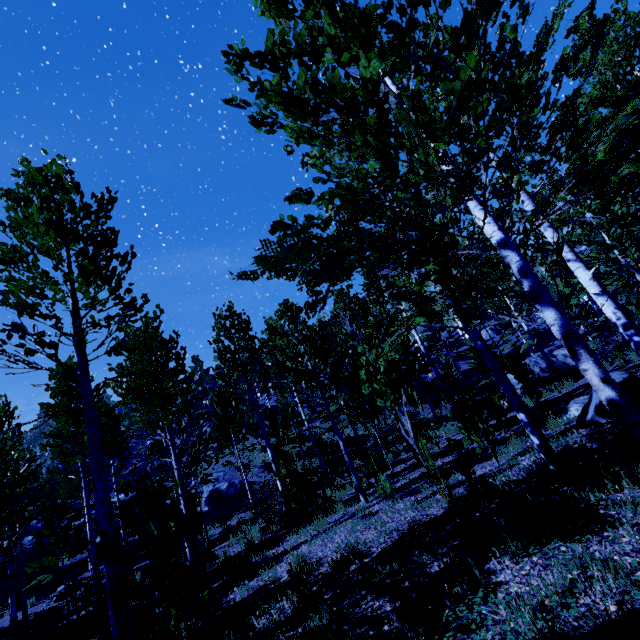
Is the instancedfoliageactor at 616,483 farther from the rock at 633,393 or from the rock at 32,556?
the rock at 633,393

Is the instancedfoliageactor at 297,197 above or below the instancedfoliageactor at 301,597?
above

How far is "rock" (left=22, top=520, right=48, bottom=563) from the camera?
26.0 meters

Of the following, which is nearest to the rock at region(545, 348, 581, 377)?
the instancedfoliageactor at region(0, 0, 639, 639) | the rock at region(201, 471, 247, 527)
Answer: the instancedfoliageactor at region(0, 0, 639, 639)

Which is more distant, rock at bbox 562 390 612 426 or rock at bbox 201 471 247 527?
rock at bbox 201 471 247 527

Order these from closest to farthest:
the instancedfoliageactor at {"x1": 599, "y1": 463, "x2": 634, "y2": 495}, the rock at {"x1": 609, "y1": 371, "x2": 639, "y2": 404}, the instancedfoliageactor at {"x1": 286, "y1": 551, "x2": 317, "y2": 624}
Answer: the instancedfoliageactor at {"x1": 599, "y1": 463, "x2": 634, "y2": 495}, the instancedfoliageactor at {"x1": 286, "y1": 551, "x2": 317, "y2": 624}, the rock at {"x1": 609, "y1": 371, "x2": 639, "y2": 404}

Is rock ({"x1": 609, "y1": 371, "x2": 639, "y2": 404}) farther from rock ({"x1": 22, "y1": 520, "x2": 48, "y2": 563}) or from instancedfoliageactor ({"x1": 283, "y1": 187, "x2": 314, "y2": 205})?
rock ({"x1": 22, "y1": 520, "x2": 48, "y2": 563})

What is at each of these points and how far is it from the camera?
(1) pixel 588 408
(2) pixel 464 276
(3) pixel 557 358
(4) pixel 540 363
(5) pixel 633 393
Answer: (1) rock, 6.5 meters
(2) instancedfoliageactor, 5.2 meters
(3) rock, 22.2 meters
(4) rock, 22.2 meters
(5) rock, 5.8 meters
